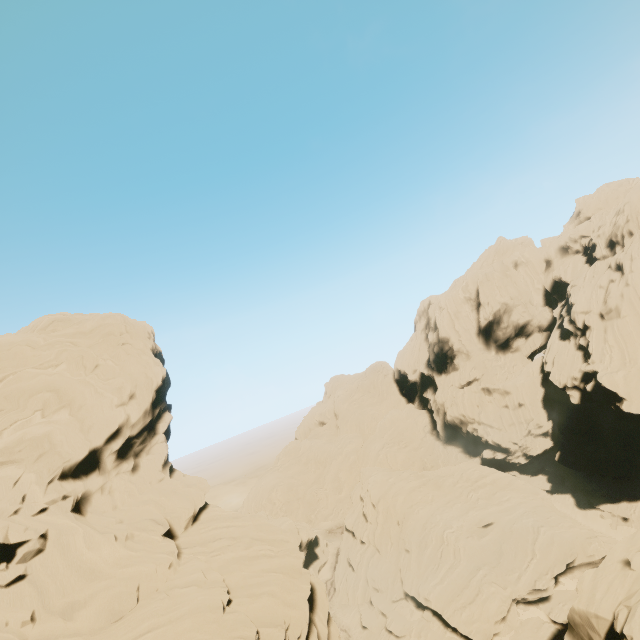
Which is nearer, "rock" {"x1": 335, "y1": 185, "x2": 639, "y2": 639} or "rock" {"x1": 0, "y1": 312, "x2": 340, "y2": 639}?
"rock" {"x1": 0, "y1": 312, "x2": 340, "y2": 639}

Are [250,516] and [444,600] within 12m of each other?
no

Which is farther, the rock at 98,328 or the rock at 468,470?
the rock at 468,470
